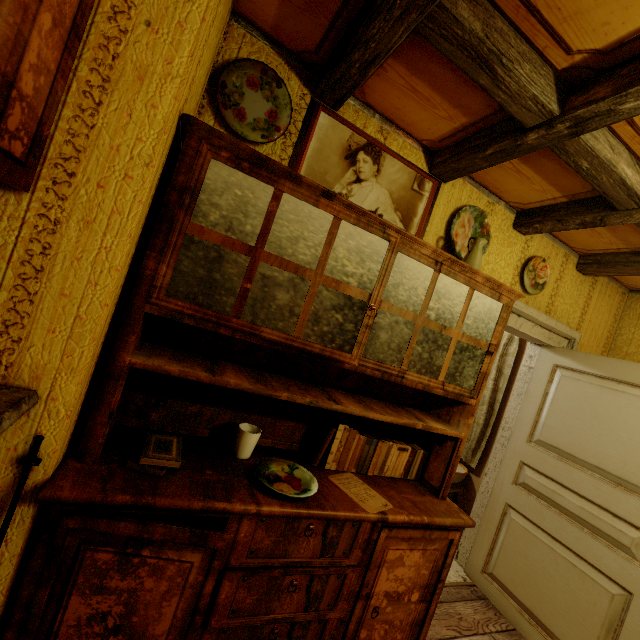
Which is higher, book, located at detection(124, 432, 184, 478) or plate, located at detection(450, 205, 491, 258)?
plate, located at detection(450, 205, 491, 258)

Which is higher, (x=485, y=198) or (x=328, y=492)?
(x=485, y=198)

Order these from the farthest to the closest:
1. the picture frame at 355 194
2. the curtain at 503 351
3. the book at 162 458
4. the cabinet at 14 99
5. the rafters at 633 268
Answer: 1. the curtain at 503 351
2. the rafters at 633 268
3. the picture frame at 355 194
4. the book at 162 458
5. the cabinet at 14 99

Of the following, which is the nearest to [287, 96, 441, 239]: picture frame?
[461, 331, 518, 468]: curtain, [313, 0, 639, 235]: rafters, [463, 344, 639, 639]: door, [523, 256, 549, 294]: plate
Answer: [313, 0, 639, 235]: rafters

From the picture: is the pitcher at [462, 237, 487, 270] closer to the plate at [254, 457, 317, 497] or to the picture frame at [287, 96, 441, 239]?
the picture frame at [287, 96, 441, 239]

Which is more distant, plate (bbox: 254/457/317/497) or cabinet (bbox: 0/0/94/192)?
plate (bbox: 254/457/317/497)

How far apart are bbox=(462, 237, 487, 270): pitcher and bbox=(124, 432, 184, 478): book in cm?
173

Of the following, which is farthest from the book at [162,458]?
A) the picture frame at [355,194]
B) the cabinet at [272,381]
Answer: the picture frame at [355,194]
